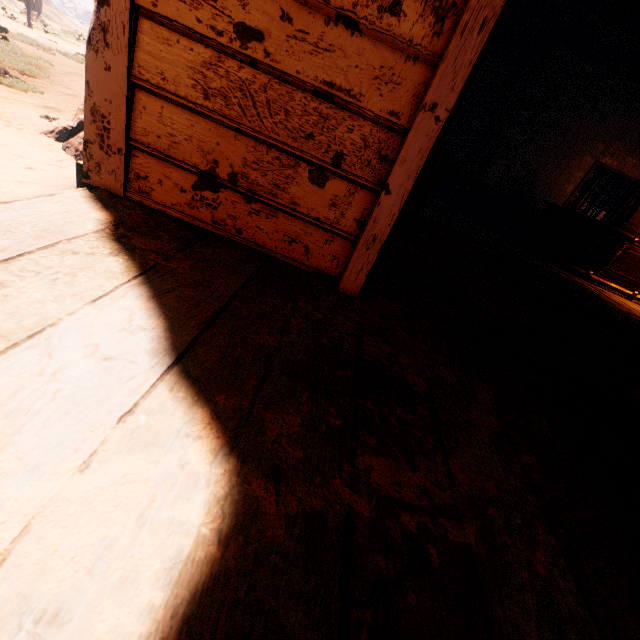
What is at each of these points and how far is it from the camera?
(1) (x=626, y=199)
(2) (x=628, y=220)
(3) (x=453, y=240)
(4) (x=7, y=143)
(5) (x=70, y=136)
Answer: (1) bp, 8.0 meters
(2) cash register, 5.8 meters
(3) building, 4.1 meters
(4) z, 3.8 meters
(5) instancedfoliageactor, 4.7 meters

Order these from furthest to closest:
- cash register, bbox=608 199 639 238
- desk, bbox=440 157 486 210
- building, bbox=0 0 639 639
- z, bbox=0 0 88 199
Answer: desk, bbox=440 157 486 210 < cash register, bbox=608 199 639 238 < z, bbox=0 0 88 199 < building, bbox=0 0 639 639

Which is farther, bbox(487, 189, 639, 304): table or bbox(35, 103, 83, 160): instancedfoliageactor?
bbox(487, 189, 639, 304): table

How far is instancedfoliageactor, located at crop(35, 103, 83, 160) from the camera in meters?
4.3

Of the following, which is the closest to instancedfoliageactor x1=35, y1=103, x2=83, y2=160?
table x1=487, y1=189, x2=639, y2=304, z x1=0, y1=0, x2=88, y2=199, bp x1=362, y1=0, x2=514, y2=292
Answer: z x1=0, y1=0, x2=88, y2=199

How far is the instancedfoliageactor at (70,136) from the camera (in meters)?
4.33

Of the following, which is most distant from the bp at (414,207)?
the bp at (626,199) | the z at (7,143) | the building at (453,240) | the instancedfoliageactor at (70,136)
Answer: the bp at (626,199)

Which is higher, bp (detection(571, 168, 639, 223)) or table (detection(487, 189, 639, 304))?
bp (detection(571, 168, 639, 223))
